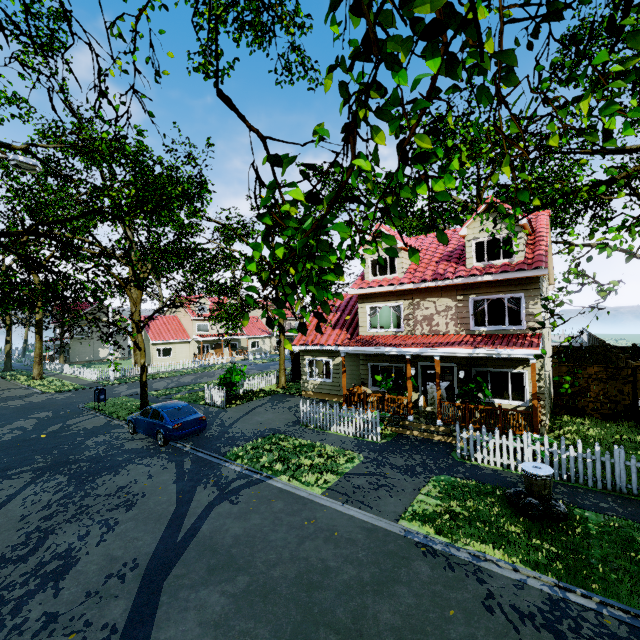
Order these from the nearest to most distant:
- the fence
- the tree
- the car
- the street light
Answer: the tree, the street light, the car, the fence

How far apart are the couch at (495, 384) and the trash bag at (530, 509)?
9.9 meters

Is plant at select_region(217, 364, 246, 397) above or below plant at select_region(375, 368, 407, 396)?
below

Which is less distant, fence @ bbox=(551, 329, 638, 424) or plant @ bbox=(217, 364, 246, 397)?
fence @ bbox=(551, 329, 638, 424)

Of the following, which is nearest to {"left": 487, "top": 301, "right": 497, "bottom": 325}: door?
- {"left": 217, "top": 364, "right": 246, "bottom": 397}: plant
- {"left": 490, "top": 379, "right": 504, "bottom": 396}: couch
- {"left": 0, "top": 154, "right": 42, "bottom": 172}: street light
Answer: {"left": 490, "top": 379, "right": 504, "bottom": 396}: couch

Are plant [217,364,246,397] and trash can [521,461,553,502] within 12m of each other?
no

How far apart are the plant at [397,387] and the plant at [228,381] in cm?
873

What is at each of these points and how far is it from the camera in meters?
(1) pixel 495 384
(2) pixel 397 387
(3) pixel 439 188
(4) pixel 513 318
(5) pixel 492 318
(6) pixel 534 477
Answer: (1) couch, 17.3 m
(2) plant, 14.6 m
(3) tree, 2.5 m
(4) bookshelf, 16.9 m
(5) door, 17.1 m
(6) trash can, 7.6 m
